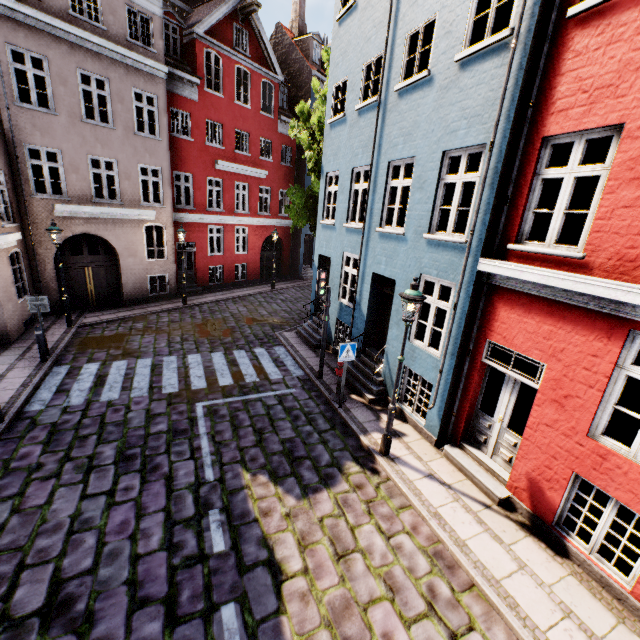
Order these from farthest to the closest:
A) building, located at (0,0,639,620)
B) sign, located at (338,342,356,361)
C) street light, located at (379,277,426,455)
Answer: sign, located at (338,342,356,361)
street light, located at (379,277,426,455)
building, located at (0,0,639,620)

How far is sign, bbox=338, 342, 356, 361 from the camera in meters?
8.1 m

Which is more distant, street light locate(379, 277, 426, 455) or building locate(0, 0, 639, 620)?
street light locate(379, 277, 426, 455)

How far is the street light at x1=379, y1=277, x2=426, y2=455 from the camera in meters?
6.0 m

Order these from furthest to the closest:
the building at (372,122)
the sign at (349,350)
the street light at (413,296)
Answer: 1. the sign at (349,350)
2. the street light at (413,296)
3. the building at (372,122)

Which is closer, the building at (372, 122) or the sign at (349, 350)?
the building at (372, 122)

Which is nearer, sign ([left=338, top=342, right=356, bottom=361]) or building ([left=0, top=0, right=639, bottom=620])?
building ([left=0, top=0, right=639, bottom=620])

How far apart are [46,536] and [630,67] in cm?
1074
